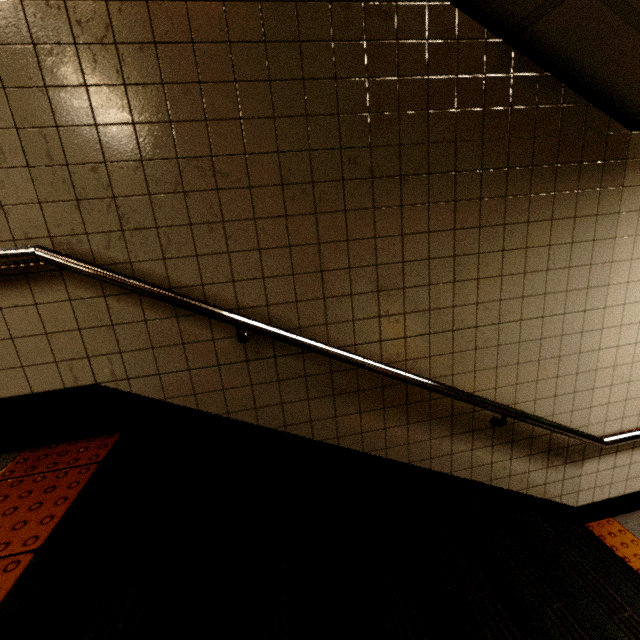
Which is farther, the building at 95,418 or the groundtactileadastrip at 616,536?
the groundtactileadastrip at 616,536

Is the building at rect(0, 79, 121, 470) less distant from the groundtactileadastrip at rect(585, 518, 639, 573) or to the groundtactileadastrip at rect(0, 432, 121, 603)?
the groundtactileadastrip at rect(0, 432, 121, 603)

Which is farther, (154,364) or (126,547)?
(154,364)

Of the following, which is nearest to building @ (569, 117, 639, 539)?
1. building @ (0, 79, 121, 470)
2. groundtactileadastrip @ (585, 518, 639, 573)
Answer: groundtactileadastrip @ (585, 518, 639, 573)

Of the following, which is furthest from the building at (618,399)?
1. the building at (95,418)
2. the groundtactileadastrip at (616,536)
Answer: the building at (95,418)

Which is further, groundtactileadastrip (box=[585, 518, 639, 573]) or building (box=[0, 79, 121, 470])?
groundtactileadastrip (box=[585, 518, 639, 573])

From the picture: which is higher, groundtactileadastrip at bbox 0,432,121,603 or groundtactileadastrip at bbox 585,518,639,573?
groundtactileadastrip at bbox 0,432,121,603

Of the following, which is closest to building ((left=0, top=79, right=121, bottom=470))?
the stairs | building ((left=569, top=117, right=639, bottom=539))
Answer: the stairs
